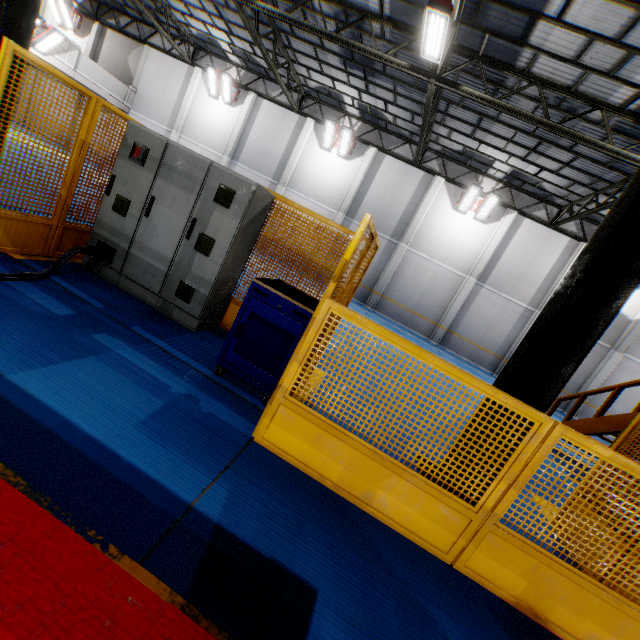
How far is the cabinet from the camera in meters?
4.2 m

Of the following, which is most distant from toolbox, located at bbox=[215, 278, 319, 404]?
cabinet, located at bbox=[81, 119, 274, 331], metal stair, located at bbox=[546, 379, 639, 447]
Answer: metal stair, located at bbox=[546, 379, 639, 447]

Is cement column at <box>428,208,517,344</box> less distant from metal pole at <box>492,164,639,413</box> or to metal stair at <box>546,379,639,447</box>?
metal stair at <box>546,379,639,447</box>

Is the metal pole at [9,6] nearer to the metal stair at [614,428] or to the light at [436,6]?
the light at [436,6]

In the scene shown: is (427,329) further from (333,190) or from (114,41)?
(114,41)

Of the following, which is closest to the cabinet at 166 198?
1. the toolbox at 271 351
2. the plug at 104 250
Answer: the plug at 104 250

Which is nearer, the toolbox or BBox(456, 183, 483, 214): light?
the toolbox

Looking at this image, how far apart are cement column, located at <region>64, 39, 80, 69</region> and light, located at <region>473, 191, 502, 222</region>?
22.42m
